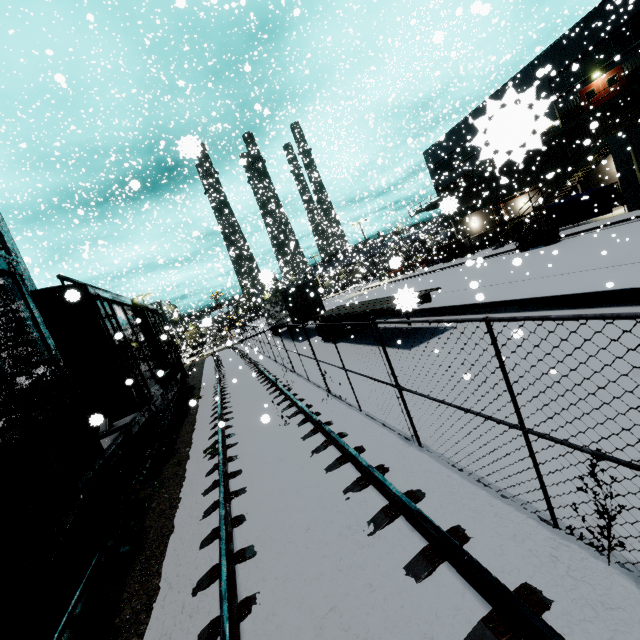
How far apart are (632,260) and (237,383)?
15.1m

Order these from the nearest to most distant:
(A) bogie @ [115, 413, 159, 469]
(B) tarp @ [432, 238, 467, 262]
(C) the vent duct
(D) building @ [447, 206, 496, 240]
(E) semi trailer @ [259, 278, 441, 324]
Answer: (A) bogie @ [115, 413, 159, 469]
(E) semi trailer @ [259, 278, 441, 324]
(C) the vent duct
(B) tarp @ [432, 238, 467, 262]
(D) building @ [447, 206, 496, 240]

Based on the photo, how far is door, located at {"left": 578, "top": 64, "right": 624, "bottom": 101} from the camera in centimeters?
2462cm

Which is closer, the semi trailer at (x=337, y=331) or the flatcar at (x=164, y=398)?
the flatcar at (x=164, y=398)

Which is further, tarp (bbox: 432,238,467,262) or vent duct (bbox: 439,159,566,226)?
tarp (bbox: 432,238,467,262)

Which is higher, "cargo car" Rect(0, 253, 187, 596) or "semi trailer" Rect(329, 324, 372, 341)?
"cargo car" Rect(0, 253, 187, 596)

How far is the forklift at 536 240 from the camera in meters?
21.4

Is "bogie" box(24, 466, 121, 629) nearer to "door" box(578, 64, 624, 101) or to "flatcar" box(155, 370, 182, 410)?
"flatcar" box(155, 370, 182, 410)
